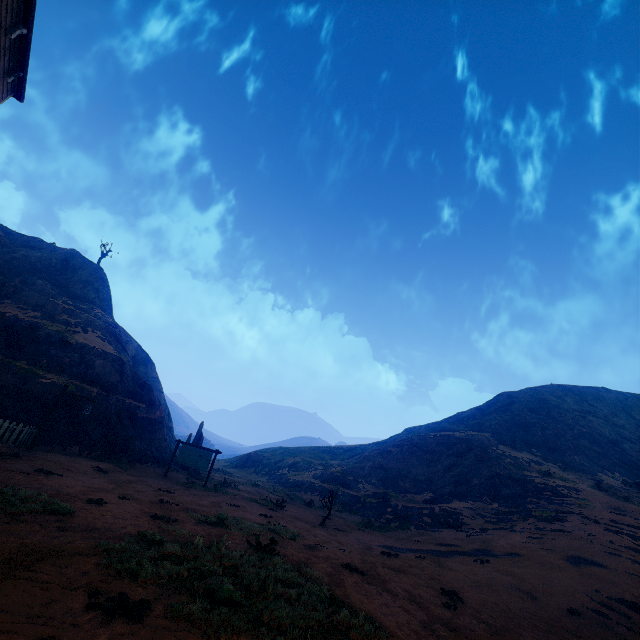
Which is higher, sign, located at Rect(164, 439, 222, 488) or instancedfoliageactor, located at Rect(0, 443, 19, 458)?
sign, located at Rect(164, 439, 222, 488)

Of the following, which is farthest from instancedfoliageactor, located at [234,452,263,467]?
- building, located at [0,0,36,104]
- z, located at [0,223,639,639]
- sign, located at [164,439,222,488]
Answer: building, located at [0,0,36,104]

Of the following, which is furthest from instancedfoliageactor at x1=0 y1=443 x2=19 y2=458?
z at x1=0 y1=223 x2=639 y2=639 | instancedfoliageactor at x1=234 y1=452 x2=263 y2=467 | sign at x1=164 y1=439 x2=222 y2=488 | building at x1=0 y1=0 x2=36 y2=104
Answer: instancedfoliageactor at x1=234 y1=452 x2=263 y2=467

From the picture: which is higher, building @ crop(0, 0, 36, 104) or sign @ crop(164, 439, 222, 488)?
building @ crop(0, 0, 36, 104)

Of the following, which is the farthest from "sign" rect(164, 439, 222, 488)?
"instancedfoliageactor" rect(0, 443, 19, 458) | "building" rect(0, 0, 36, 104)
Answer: "building" rect(0, 0, 36, 104)

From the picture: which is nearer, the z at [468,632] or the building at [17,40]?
the z at [468,632]

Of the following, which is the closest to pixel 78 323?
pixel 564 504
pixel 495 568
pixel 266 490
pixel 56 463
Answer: pixel 56 463

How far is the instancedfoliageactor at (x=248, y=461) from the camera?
48.69m
